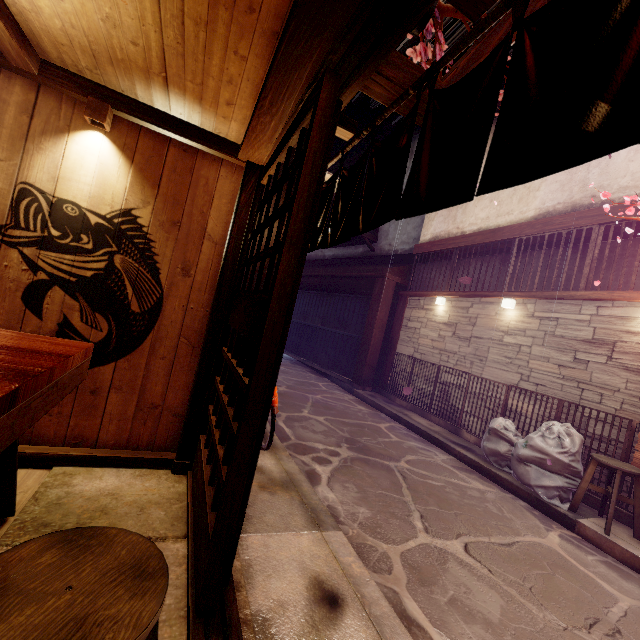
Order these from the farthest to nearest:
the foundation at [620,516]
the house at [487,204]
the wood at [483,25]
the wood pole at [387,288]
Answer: the wood pole at [387,288]
the house at [487,204]
the foundation at [620,516]
the wood at [483,25]

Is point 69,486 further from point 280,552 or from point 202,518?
point 280,552

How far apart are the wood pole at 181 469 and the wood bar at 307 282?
11.94m

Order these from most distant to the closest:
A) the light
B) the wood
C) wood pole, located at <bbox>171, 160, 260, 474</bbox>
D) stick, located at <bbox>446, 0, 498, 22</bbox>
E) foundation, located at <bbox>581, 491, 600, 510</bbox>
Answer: foundation, located at <bbox>581, 491, 600, 510</bbox> < wood pole, located at <bbox>171, 160, 260, 474</bbox> < the light < stick, located at <bbox>446, 0, 498, 22</bbox> < the wood

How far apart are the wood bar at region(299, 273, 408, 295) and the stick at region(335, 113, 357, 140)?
11.78m

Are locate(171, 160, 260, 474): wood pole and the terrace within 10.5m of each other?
no

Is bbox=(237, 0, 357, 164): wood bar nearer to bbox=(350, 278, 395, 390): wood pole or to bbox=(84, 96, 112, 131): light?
bbox=(84, 96, 112, 131): light

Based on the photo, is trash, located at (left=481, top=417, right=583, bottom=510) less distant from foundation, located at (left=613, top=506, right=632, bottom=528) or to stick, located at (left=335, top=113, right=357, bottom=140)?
foundation, located at (left=613, top=506, right=632, bottom=528)
